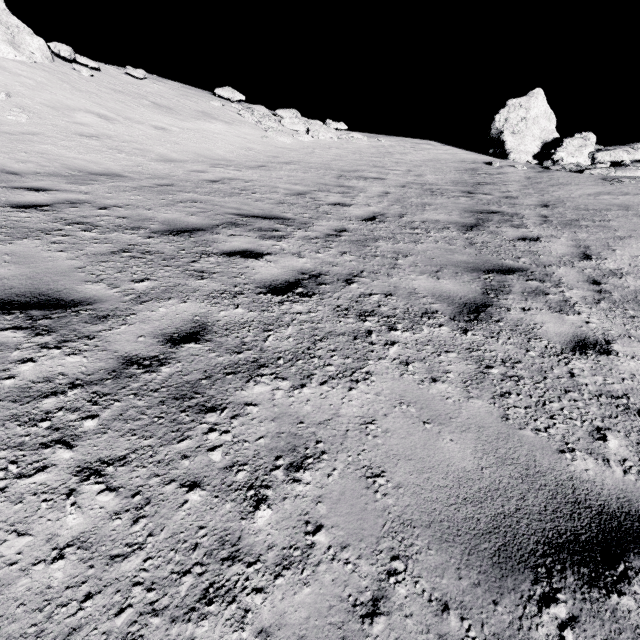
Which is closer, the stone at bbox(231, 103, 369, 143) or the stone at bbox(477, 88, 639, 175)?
the stone at bbox(477, 88, 639, 175)

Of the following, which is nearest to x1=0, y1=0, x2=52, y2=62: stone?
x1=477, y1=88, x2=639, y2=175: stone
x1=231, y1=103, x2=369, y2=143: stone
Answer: x1=231, y1=103, x2=369, y2=143: stone

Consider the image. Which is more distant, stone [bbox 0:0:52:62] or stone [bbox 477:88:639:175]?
stone [bbox 477:88:639:175]

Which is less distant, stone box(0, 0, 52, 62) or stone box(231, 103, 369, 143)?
stone box(0, 0, 52, 62)

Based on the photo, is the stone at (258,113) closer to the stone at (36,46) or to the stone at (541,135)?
the stone at (36,46)

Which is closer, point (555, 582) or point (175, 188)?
point (555, 582)

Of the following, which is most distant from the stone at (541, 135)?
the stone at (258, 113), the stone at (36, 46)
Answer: the stone at (36, 46)

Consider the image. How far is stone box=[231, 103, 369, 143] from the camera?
15.0m
